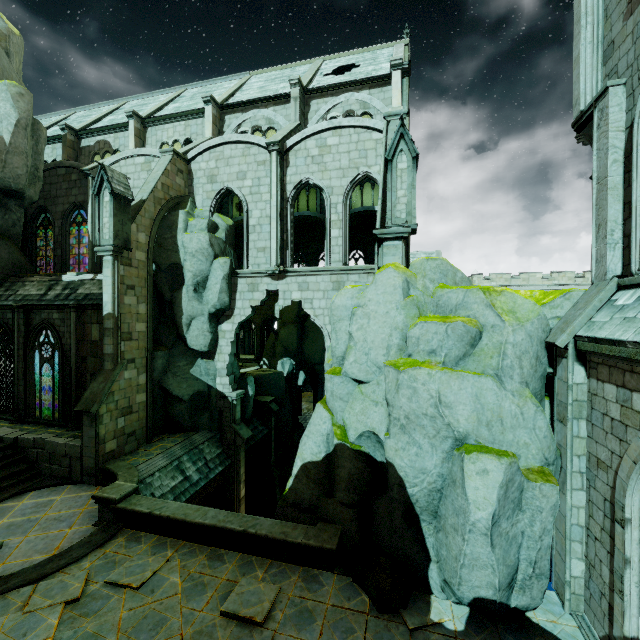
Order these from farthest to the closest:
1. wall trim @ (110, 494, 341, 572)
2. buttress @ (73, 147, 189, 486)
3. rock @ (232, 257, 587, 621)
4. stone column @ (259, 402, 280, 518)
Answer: stone column @ (259, 402, 280, 518) → buttress @ (73, 147, 189, 486) → wall trim @ (110, 494, 341, 572) → rock @ (232, 257, 587, 621)

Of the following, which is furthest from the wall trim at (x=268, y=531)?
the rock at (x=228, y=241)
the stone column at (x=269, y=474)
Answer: the stone column at (x=269, y=474)

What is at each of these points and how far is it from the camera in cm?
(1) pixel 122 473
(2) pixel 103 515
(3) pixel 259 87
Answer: (1) wall trim, 1223
(2) column base, 1038
(3) building, 2280

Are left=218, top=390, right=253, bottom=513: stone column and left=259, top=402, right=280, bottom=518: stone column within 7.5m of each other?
yes

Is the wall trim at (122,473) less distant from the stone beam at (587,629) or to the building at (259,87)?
the building at (259,87)

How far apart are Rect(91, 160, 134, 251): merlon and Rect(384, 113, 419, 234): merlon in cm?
1098

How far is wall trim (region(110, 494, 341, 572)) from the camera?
8.66m

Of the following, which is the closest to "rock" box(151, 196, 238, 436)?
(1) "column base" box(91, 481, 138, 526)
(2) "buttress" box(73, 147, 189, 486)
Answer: (2) "buttress" box(73, 147, 189, 486)
